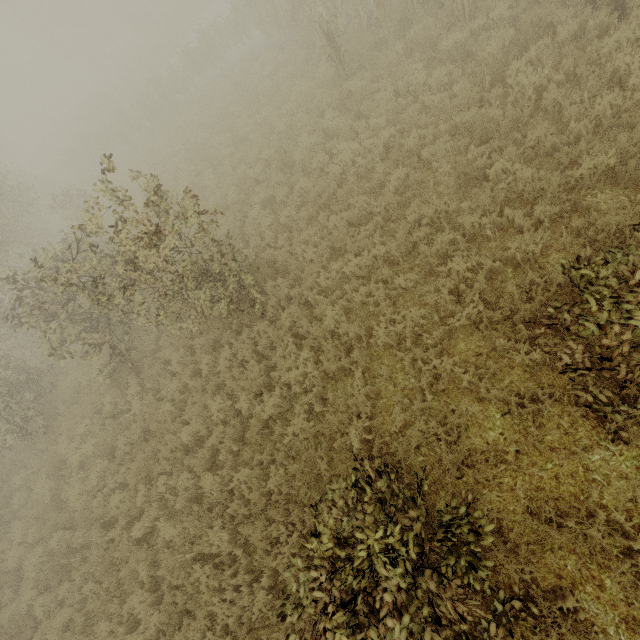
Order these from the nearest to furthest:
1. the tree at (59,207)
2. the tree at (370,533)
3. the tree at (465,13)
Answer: the tree at (370,533) → the tree at (59,207) → the tree at (465,13)

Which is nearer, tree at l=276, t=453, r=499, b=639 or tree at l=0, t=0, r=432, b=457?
tree at l=276, t=453, r=499, b=639

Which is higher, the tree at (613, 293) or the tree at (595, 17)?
the tree at (613, 293)

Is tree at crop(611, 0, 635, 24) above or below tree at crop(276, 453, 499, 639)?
below

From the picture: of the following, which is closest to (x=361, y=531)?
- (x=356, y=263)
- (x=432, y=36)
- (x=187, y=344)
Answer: (x=356, y=263)

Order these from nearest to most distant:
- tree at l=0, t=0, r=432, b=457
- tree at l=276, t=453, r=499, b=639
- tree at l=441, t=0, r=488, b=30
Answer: tree at l=276, t=453, r=499, b=639 < tree at l=0, t=0, r=432, b=457 < tree at l=441, t=0, r=488, b=30
